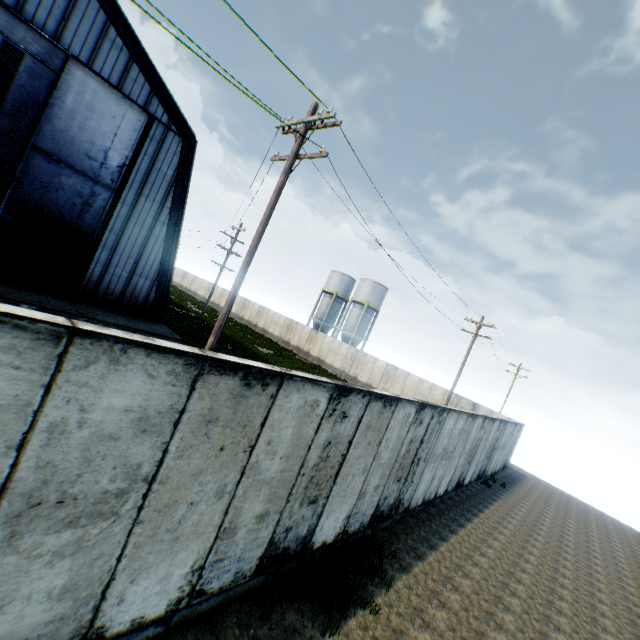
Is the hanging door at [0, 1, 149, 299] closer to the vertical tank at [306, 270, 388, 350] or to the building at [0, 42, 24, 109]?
the building at [0, 42, 24, 109]

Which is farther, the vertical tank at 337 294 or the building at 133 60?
the vertical tank at 337 294

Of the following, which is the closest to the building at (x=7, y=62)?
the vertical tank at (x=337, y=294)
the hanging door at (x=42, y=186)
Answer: the hanging door at (x=42, y=186)

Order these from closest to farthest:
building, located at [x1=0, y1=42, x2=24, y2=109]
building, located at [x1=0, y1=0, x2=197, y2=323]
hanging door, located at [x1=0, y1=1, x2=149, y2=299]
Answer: hanging door, located at [x1=0, y1=1, x2=149, y2=299], building, located at [x1=0, y1=0, x2=197, y2=323], building, located at [x1=0, y1=42, x2=24, y2=109]

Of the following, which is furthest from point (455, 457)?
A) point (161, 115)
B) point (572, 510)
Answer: point (161, 115)

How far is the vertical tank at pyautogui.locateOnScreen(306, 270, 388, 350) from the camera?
42.3 meters
